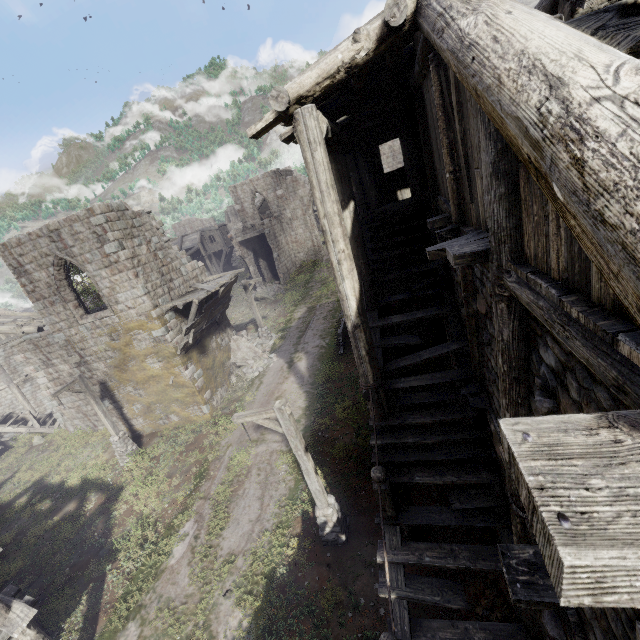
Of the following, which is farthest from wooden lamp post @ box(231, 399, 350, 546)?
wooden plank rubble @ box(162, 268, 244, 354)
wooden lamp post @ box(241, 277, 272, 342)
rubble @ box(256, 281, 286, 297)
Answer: rubble @ box(256, 281, 286, 297)

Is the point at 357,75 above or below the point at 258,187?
below

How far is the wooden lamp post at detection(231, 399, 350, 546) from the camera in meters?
8.0 m

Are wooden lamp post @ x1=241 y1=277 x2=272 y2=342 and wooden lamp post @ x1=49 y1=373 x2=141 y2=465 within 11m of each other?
yes

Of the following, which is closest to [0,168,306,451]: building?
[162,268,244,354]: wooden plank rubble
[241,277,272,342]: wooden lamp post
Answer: [162,268,244,354]: wooden plank rubble

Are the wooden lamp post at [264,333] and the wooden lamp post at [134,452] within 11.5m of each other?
yes

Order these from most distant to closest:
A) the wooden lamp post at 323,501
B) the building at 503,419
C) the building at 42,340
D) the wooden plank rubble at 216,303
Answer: the wooden plank rubble at 216,303 < the building at 42,340 < the wooden lamp post at 323,501 < the building at 503,419

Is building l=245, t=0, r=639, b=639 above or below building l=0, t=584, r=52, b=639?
above
